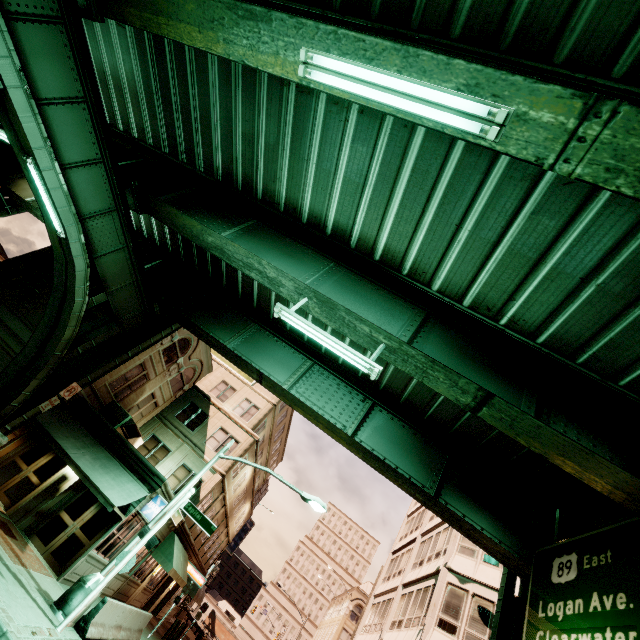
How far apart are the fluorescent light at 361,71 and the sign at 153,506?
17.6 meters

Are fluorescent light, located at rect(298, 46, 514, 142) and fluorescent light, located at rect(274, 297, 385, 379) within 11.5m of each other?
yes

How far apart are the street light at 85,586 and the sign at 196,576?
17.7m

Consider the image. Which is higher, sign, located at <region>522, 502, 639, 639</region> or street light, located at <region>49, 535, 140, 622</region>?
sign, located at <region>522, 502, 639, 639</region>

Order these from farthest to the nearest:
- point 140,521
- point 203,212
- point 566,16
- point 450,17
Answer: point 140,521
point 203,212
point 450,17
point 566,16

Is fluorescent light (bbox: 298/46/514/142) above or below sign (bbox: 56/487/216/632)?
above

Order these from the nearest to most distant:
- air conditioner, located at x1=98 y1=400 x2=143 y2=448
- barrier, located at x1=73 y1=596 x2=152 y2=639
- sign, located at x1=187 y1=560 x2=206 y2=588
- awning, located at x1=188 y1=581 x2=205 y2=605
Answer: barrier, located at x1=73 y1=596 x2=152 y2=639 → air conditioner, located at x1=98 y1=400 x2=143 y2=448 → sign, located at x1=187 y1=560 x2=206 y2=588 → awning, located at x1=188 y1=581 x2=205 y2=605

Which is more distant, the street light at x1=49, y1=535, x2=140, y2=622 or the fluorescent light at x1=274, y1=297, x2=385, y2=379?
the street light at x1=49, y1=535, x2=140, y2=622
